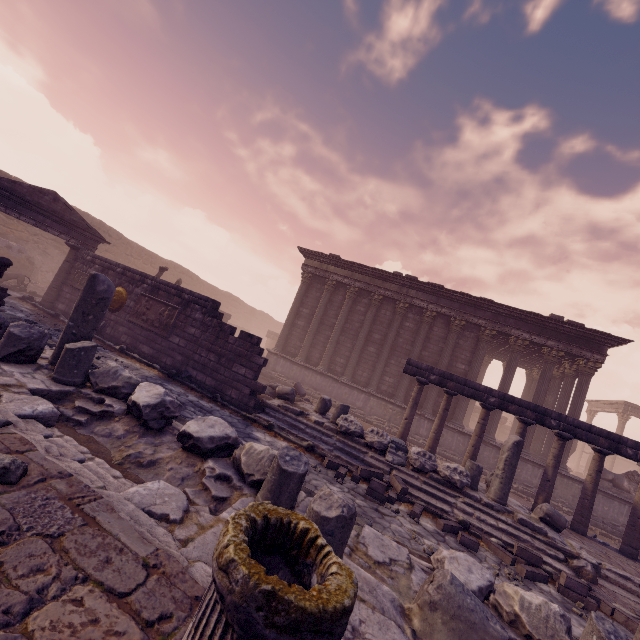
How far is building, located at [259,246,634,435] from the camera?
14.6 meters

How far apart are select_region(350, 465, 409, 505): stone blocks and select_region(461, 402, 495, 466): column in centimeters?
392cm

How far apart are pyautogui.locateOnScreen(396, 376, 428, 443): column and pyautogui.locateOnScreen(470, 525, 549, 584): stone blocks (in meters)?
3.84

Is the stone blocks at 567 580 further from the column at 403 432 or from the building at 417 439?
the building at 417 439

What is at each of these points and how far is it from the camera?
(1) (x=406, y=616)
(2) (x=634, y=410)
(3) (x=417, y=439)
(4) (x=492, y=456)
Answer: (1) building debris, 2.93m
(2) entablature, 24.86m
(3) building, 15.08m
(4) building, 14.20m

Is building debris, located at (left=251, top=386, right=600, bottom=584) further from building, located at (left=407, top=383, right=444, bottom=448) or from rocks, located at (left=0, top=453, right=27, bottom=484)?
rocks, located at (left=0, top=453, right=27, bottom=484)

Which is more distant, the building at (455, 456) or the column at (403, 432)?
the building at (455, 456)

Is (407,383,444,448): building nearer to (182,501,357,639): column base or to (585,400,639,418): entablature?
(585,400,639,418): entablature
